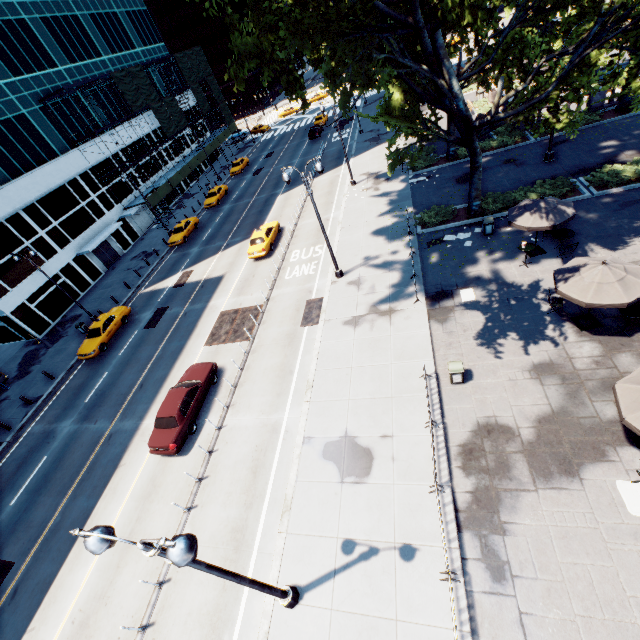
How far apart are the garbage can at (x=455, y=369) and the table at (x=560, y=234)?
8.9m

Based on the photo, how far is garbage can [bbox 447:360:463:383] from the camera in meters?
12.7 m

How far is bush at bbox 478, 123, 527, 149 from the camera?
26.5m

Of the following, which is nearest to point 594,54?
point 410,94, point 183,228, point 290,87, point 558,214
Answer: point 558,214

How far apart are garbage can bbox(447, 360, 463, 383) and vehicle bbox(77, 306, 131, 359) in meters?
24.4

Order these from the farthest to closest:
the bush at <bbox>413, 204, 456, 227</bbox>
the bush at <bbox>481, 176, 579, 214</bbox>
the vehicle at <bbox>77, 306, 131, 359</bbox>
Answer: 1. the vehicle at <bbox>77, 306, 131, 359</bbox>
2. the bush at <bbox>413, 204, 456, 227</bbox>
3. the bush at <bbox>481, 176, 579, 214</bbox>

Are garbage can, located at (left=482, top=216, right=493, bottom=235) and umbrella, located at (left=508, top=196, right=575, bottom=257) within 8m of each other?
yes

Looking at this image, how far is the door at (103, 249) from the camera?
36.2m
